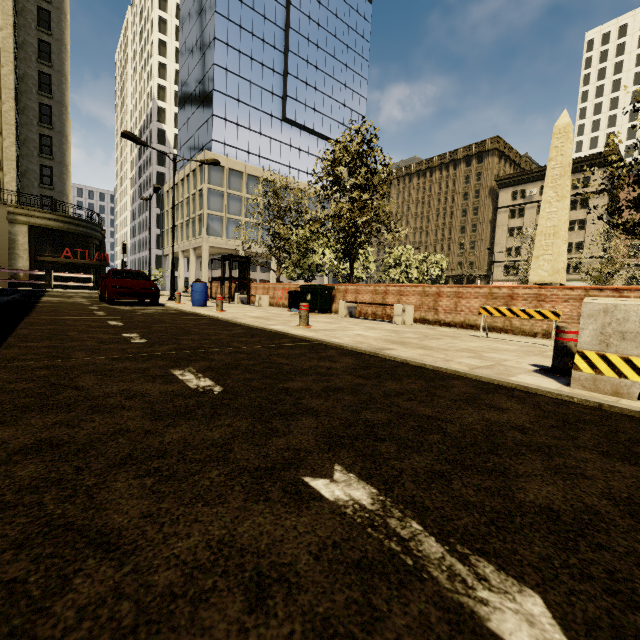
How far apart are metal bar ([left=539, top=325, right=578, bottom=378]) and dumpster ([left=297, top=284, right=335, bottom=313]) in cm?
911

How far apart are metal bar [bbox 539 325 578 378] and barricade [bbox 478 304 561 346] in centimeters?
259cm

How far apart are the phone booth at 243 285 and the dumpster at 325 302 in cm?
603

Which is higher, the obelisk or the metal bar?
the obelisk

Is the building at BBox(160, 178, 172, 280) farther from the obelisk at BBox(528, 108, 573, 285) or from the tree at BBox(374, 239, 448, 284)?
the obelisk at BBox(528, 108, 573, 285)

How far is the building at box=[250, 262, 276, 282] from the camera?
45.3 meters

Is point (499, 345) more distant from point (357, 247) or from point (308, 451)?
point (357, 247)

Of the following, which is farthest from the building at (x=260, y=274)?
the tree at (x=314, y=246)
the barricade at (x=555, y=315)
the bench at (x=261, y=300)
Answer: the barricade at (x=555, y=315)
